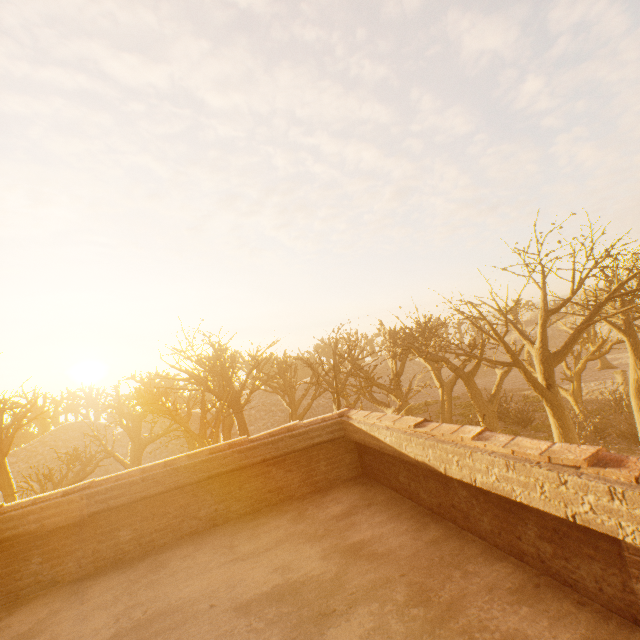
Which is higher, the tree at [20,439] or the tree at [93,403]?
the tree at [93,403]

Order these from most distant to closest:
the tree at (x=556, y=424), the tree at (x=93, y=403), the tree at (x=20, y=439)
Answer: the tree at (x=93, y=403) < the tree at (x=20, y=439) < the tree at (x=556, y=424)

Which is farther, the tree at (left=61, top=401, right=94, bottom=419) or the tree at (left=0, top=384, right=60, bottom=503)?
the tree at (left=61, top=401, right=94, bottom=419)

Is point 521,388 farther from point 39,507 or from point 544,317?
point 39,507

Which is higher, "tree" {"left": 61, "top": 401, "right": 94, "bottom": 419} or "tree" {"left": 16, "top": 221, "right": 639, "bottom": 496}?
"tree" {"left": 61, "top": 401, "right": 94, "bottom": 419}

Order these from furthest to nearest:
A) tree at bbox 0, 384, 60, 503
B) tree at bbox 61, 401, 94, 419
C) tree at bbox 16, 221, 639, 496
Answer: tree at bbox 61, 401, 94, 419
tree at bbox 0, 384, 60, 503
tree at bbox 16, 221, 639, 496
